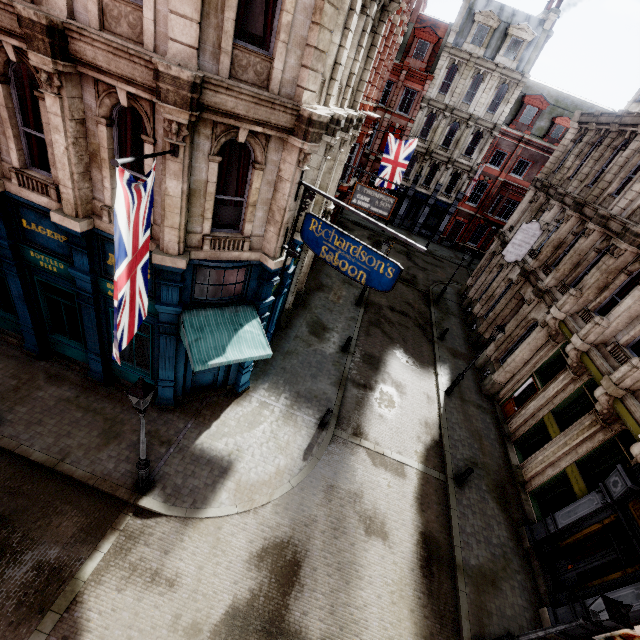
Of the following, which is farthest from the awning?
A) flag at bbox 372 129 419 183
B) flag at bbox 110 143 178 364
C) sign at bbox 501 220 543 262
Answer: sign at bbox 501 220 543 262

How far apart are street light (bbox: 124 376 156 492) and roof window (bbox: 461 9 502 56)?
38.6 meters

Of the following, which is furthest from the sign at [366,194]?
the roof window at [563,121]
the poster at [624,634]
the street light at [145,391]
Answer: the roof window at [563,121]

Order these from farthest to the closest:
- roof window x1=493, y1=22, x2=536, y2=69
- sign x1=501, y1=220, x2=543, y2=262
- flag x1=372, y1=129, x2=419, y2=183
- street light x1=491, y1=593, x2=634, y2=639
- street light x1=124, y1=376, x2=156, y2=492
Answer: roof window x1=493, y1=22, x2=536, y2=69, flag x1=372, y1=129, x2=419, y2=183, sign x1=501, y1=220, x2=543, y2=262, street light x1=124, y1=376, x2=156, y2=492, street light x1=491, y1=593, x2=634, y2=639

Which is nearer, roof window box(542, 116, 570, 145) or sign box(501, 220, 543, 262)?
sign box(501, 220, 543, 262)

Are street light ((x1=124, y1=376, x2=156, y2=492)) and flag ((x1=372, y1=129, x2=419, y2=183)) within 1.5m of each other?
no

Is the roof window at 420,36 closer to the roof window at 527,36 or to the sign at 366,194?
the roof window at 527,36

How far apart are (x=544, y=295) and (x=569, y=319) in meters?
2.8 m
